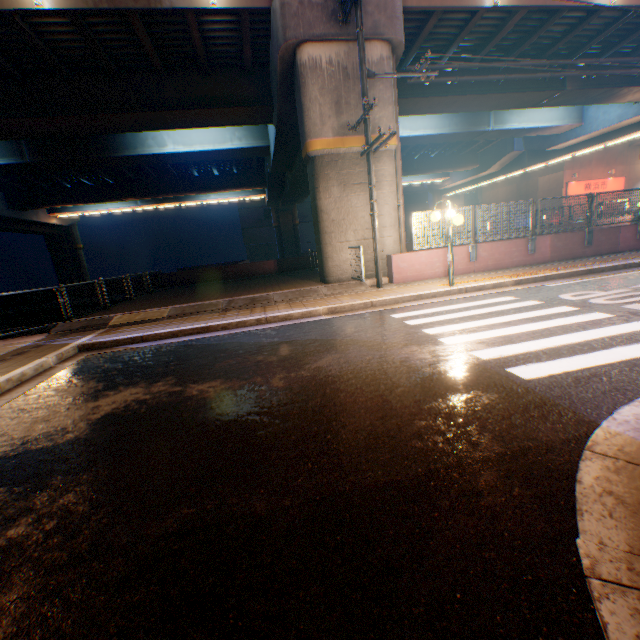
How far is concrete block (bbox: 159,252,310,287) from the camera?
19.64m

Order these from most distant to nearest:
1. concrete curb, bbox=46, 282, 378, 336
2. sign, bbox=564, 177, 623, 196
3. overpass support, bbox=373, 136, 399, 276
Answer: sign, bbox=564, 177, 623, 196 → overpass support, bbox=373, 136, 399, 276 → concrete curb, bbox=46, 282, 378, 336

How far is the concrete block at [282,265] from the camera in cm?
1964

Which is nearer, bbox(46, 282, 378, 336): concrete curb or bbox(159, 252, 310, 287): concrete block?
bbox(46, 282, 378, 336): concrete curb

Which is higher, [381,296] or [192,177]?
[192,177]

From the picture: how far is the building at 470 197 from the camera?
56.5 meters

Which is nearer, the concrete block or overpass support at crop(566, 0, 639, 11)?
overpass support at crop(566, 0, 639, 11)

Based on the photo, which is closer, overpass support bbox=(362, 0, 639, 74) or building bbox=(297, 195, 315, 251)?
overpass support bbox=(362, 0, 639, 74)
